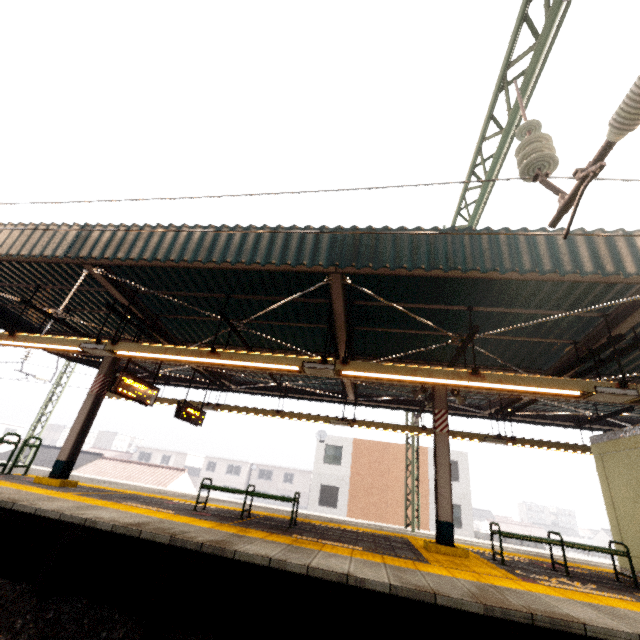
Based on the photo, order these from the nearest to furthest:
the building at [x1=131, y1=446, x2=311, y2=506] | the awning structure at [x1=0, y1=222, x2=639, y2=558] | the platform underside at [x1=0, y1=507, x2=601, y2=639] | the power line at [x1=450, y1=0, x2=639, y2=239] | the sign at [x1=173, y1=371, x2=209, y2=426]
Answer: the power line at [x1=450, y1=0, x2=639, y2=239]
the platform underside at [x1=0, y1=507, x2=601, y2=639]
the awning structure at [x1=0, y1=222, x2=639, y2=558]
the sign at [x1=173, y1=371, x2=209, y2=426]
the building at [x1=131, y1=446, x2=311, y2=506]

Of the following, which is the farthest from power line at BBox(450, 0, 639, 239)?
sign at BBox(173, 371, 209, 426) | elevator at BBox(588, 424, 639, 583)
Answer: sign at BBox(173, 371, 209, 426)

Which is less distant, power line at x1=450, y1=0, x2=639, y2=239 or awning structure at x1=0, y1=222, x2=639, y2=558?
power line at x1=450, y1=0, x2=639, y2=239

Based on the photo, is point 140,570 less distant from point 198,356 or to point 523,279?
point 198,356

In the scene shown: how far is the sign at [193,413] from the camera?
9.80m

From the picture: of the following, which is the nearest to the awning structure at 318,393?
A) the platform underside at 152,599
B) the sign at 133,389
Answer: the sign at 133,389

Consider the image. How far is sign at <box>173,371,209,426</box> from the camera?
9.8m

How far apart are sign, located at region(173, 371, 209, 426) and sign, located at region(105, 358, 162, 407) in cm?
134
